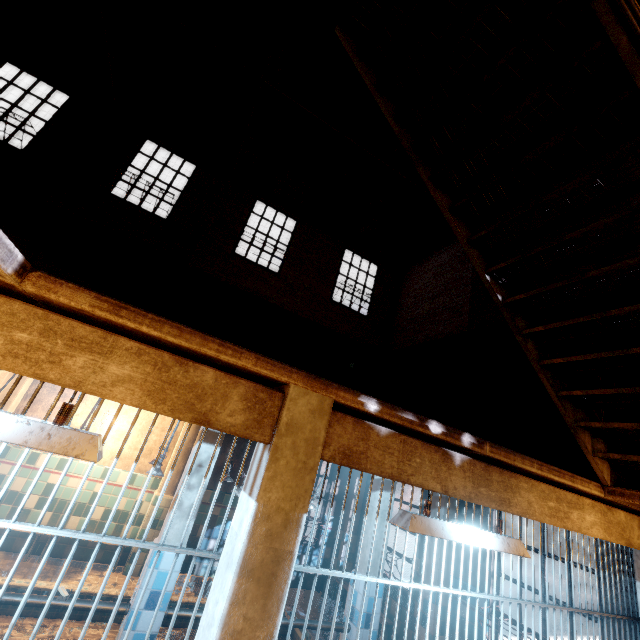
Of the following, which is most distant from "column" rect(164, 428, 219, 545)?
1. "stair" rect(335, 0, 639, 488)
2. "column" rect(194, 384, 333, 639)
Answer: "stair" rect(335, 0, 639, 488)

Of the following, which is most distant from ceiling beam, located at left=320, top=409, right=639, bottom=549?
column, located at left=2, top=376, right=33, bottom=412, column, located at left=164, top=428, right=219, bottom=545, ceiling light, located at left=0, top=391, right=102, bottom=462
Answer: column, located at left=2, top=376, right=33, bottom=412

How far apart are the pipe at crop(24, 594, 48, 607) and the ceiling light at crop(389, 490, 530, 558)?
3.43m

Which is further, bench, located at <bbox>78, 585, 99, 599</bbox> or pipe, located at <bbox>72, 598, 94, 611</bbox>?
bench, located at <bbox>78, 585, 99, 599</bbox>

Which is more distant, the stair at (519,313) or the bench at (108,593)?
the bench at (108,593)

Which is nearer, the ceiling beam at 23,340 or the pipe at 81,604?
the ceiling beam at 23,340

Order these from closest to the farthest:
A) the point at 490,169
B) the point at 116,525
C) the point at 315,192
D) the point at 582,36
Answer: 1. the point at 582,36
2. the point at 490,169
3. the point at 116,525
4. the point at 315,192

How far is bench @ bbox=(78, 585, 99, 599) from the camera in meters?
4.2 m
